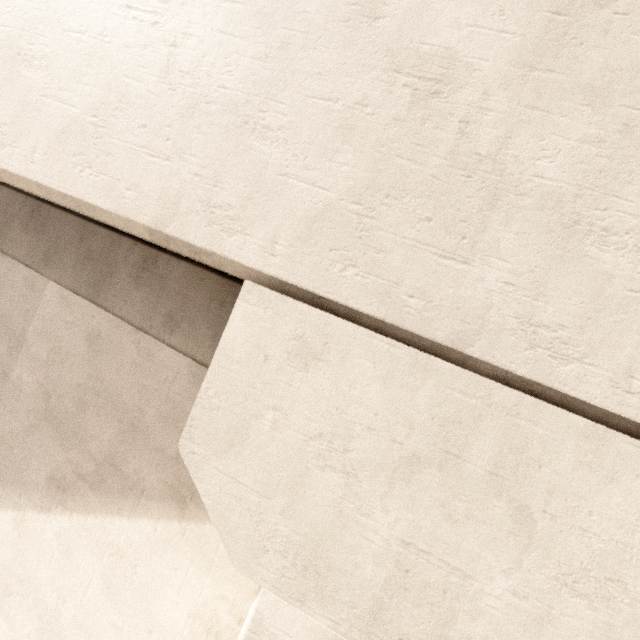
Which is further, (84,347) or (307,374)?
(84,347)
